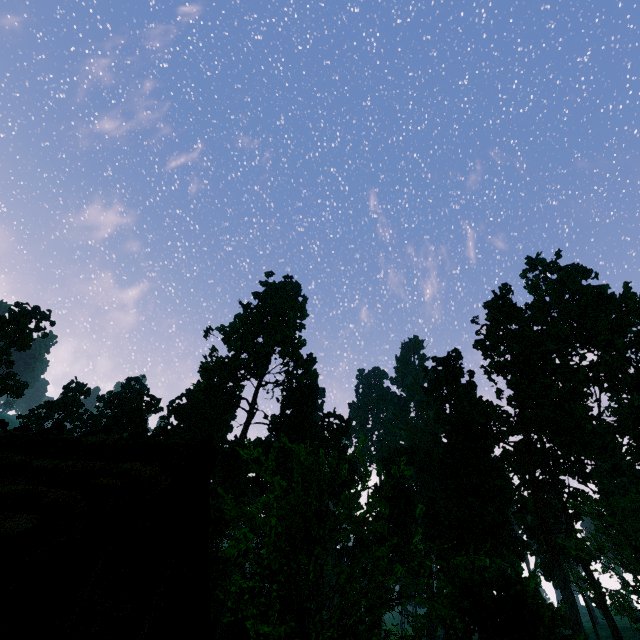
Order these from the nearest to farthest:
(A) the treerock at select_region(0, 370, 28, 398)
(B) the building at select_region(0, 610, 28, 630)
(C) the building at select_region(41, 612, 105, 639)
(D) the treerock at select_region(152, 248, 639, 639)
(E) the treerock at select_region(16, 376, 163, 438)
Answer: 1. (B) the building at select_region(0, 610, 28, 630)
2. (C) the building at select_region(41, 612, 105, 639)
3. (D) the treerock at select_region(152, 248, 639, 639)
4. (A) the treerock at select_region(0, 370, 28, 398)
5. (E) the treerock at select_region(16, 376, 163, 438)

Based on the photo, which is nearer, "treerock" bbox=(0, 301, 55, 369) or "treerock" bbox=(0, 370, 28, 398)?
"treerock" bbox=(0, 370, 28, 398)

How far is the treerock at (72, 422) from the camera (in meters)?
45.72

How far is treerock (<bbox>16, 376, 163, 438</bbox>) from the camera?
45.7 meters

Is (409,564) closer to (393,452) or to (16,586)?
(16,586)

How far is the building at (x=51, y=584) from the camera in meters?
4.6 m

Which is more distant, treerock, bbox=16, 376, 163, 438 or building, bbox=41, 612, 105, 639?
treerock, bbox=16, 376, 163, 438

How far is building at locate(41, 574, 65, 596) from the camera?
4.57m
